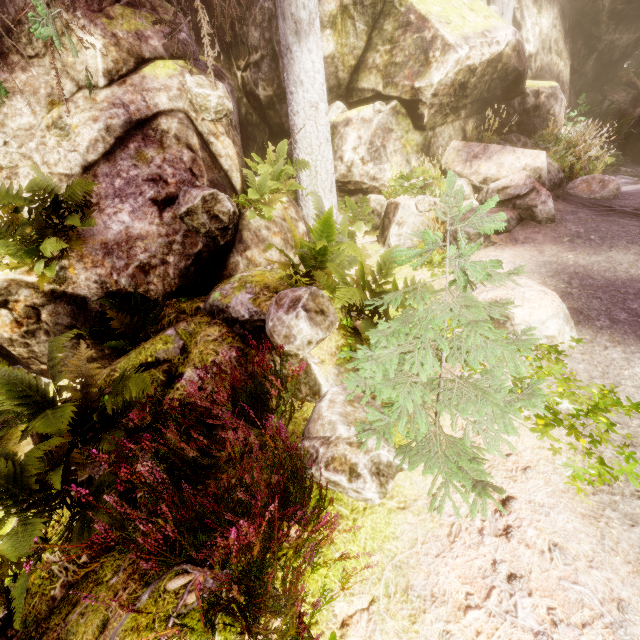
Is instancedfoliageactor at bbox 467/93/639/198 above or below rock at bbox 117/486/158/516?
above

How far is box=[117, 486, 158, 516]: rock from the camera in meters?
3.0 m

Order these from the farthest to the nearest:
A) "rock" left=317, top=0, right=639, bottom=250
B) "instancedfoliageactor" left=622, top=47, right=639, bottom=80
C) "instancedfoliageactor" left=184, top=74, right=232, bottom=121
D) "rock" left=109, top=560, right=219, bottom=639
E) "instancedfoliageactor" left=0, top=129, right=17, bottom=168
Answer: "instancedfoliageactor" left=622, top=47, right=639, bottom=80
"rock" left=317, top=0, right=639, bottom=250
"instancedfoliageactor" left=184, top=74, right=232, bottom=121
"instancedfoliageactor" left=0, top=129, right=17, bottom=168
"rock" left=109, top=560, right=219, bottom=639

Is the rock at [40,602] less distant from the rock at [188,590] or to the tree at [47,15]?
the tree at [47,15]

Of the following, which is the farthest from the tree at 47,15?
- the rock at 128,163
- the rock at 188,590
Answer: the rock at 188,590

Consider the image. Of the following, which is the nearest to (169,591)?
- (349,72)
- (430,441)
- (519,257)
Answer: (430,441)

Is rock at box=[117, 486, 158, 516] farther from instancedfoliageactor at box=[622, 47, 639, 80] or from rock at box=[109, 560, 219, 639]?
rock at box=[109, 560, 219, 639]
